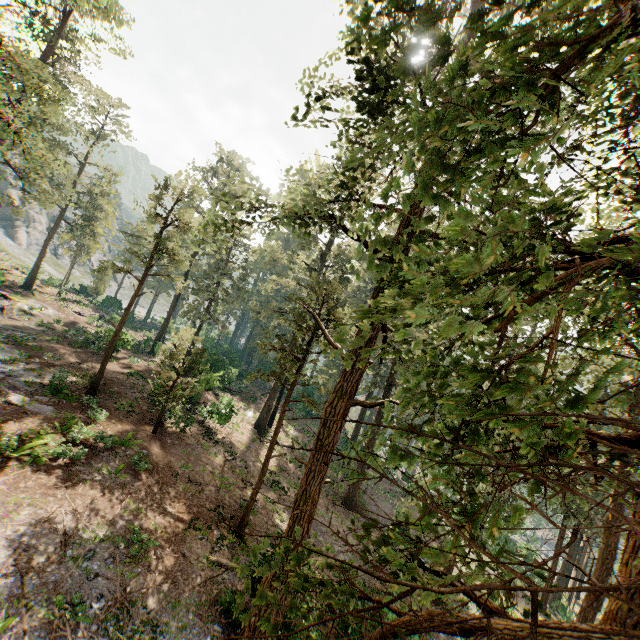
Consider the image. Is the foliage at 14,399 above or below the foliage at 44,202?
below

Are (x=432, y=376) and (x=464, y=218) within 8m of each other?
yes

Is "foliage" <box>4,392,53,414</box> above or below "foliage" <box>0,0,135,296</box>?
below

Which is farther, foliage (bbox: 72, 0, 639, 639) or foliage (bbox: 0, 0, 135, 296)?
foliage (bbox: 0, 0, 135, 296)

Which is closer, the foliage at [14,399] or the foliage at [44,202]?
the foliage at [44,202]

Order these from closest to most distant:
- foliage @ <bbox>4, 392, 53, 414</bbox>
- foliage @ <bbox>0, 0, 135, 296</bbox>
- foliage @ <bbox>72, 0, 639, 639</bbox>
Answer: foliage @ <bbox>72, 0, 639, 639</bbox> < foliage @ <bbox>0, 0, 135, 296</bbox> < foliage @ <bbox>4, 392, 53, 414</bbox>
